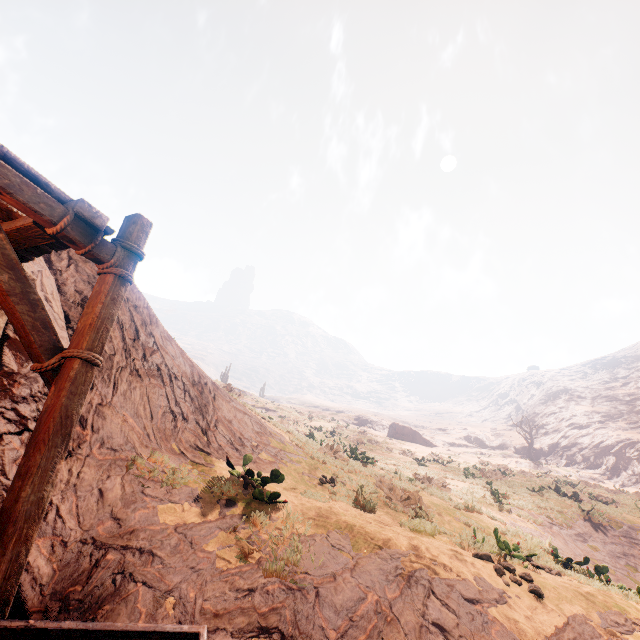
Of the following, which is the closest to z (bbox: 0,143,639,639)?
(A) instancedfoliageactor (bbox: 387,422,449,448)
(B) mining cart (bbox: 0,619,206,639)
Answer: (A) instancedfoliageactor (bbox: 387,422,449,448)

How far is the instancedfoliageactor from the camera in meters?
45.0

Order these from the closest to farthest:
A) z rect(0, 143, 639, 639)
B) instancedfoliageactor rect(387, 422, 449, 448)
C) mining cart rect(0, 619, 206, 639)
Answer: mining cart rect(0, 619, 206, 639) < z rect(0, 143, 639, 639) < instancedfoliageactor rect(387, 422, 449, 448)

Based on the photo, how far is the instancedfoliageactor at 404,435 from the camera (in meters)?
45.03

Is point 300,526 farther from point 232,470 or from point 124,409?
point 124,409

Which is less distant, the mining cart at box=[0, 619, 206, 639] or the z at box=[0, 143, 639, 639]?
the mining cart at box=[0, 619, 206, 639]

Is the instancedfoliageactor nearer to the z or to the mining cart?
the z

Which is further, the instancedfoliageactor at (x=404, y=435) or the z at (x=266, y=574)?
the instancedfoliageactor at (x=404, y=435)
